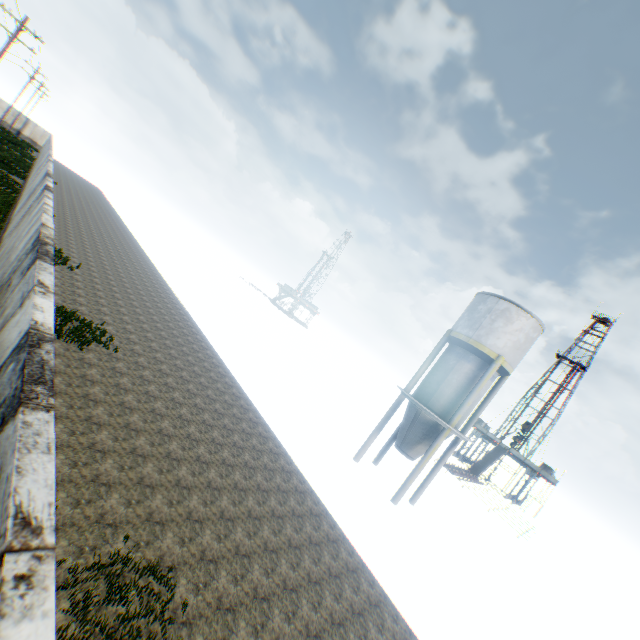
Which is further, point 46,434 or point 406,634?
point 406,634

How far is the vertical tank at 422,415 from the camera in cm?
1733

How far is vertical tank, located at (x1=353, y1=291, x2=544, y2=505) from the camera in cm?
1733
